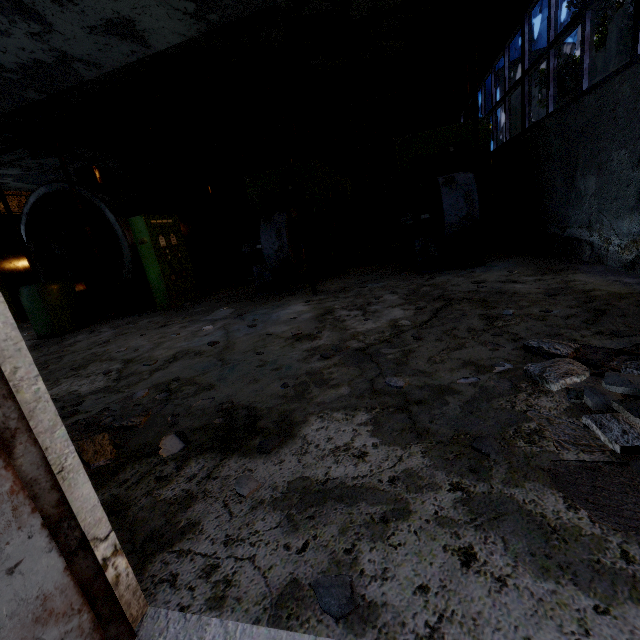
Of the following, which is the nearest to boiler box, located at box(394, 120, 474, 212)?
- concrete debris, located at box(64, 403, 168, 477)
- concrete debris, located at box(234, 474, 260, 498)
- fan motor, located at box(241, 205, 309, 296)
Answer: fan motor, located at box(241, 205, 309, 296)

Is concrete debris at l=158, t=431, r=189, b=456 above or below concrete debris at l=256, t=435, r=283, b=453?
below

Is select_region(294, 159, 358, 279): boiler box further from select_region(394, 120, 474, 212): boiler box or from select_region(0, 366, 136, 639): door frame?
select_region(0, 366, 136, 639): door frame

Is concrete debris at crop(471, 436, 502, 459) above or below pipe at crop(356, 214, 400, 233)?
below

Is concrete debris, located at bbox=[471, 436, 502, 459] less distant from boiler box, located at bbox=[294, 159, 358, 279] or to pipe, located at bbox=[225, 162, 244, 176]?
pipe, located at bbox=[225, 162, 244, 176]

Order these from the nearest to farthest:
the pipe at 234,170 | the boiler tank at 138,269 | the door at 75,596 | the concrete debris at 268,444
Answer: the door at 75,596 < the concrete debris at 268,444 < the boiler tank at 138,269 < the pipe at 234,170

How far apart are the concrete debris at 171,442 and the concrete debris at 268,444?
0.6 meters

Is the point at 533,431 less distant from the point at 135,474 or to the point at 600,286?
the point at 135,474
